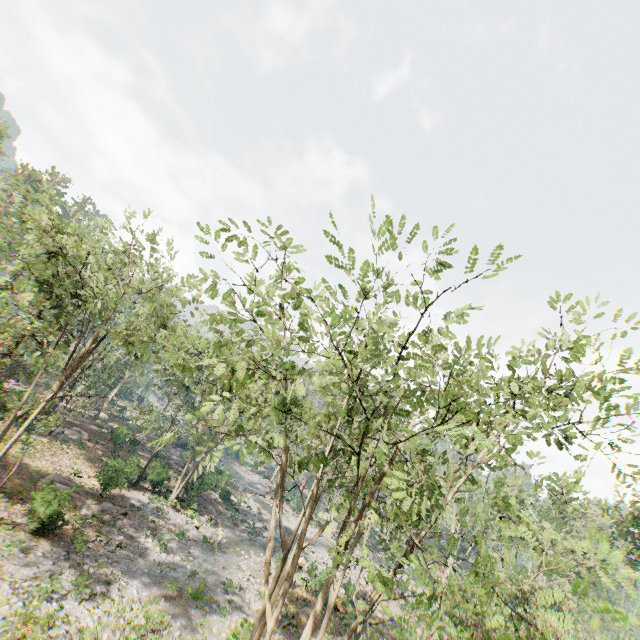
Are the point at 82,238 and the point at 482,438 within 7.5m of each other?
no

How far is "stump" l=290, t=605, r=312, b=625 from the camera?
24.3 meters

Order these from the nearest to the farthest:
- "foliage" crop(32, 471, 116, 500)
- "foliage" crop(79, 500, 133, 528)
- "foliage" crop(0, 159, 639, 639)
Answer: "foliage" crop(0, 159, 639, 639) → "foliage" crop(32, 471, 116, 500) → "foliage" crop(79, 500, 133, 528)

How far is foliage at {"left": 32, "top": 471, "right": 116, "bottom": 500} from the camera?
19.31m

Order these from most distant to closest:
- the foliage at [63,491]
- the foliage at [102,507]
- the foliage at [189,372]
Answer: the foliage at [102,507], the foliage at [63,491], the foliage at [189,372]

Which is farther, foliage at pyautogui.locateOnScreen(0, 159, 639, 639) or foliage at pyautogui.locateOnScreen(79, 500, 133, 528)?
foliage at pyautogui.locateOnScreen(79, 500, 133, 528)

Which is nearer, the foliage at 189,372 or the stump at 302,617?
the foliage at 189,372
